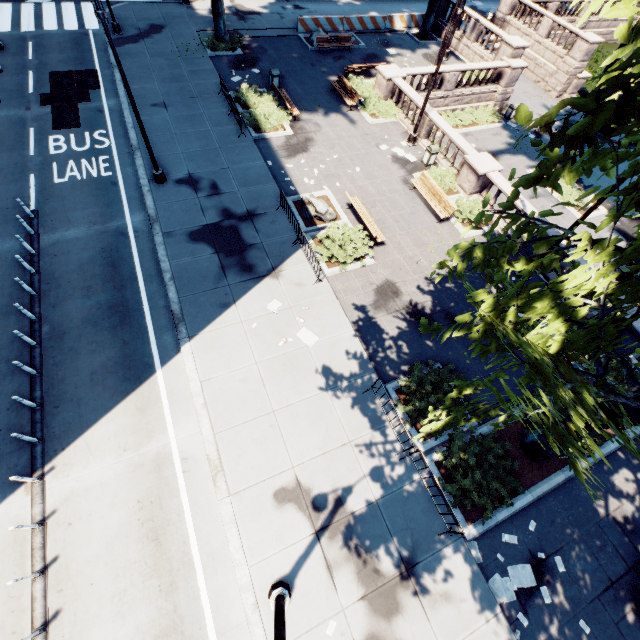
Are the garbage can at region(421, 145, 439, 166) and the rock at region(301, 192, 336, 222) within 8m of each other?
yes

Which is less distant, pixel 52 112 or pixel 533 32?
pixel 52 112

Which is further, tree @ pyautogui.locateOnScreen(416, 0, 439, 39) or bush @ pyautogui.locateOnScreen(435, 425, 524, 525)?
tree @ pyautogui.locateOnScreen(416, 0, 439, 39)

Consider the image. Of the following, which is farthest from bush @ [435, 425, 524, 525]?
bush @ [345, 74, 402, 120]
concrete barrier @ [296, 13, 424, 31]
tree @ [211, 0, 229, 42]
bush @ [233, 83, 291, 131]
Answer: concrete barrier @ [296, 13, 424, 31]

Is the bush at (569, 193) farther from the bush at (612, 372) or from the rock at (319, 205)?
the rock at (319, 205)

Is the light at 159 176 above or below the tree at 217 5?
below

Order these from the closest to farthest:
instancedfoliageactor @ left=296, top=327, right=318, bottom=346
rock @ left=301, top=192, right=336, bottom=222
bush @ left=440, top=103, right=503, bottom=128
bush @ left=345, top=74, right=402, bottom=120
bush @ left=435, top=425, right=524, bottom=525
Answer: bush @ left=435, top=425, right=524, bottom=525 < instancedfoliageactor @ left=296, top=327, right=318, bottom=346 < rock @ left=301, top=192, right=336, bottom=222 < bush @ left=345, top=74, right=402, bottom=120 < bush @ left=440, top=103, right=503, bottom=128

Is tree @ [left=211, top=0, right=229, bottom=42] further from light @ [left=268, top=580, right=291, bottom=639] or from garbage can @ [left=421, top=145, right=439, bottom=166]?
garbage can @ [left=421, top=145, right=439, bottom=166]
